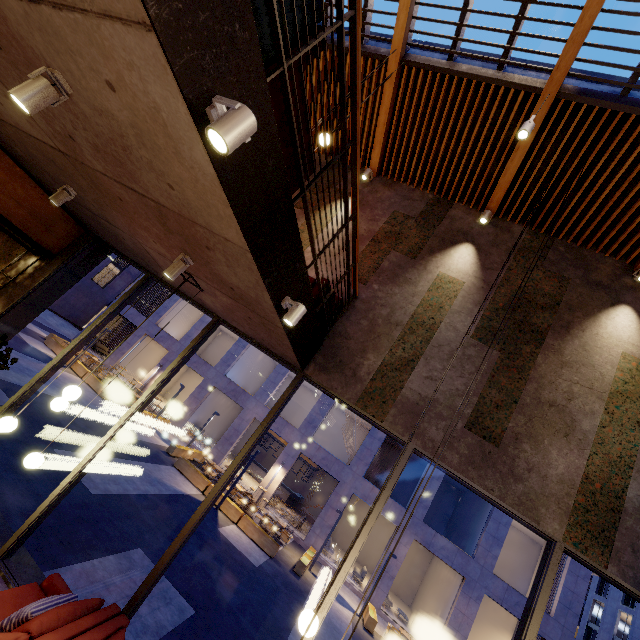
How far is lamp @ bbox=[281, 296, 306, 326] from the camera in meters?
3.4

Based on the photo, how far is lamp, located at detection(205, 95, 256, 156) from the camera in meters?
1.6 m

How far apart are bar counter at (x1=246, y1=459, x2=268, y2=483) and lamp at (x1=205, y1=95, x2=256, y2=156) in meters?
27.3 m

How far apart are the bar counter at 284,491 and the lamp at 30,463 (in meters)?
23.93

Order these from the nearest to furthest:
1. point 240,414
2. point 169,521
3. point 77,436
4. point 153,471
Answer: point 169,521 < point 77,436 < point 153,471 < point 240,414

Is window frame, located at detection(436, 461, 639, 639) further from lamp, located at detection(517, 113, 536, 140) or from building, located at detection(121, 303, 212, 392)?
building, located at detection(121, 303, 212, 392)

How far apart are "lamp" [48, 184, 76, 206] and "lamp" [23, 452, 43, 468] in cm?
197

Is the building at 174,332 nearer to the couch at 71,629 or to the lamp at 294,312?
the couch at 71,629
